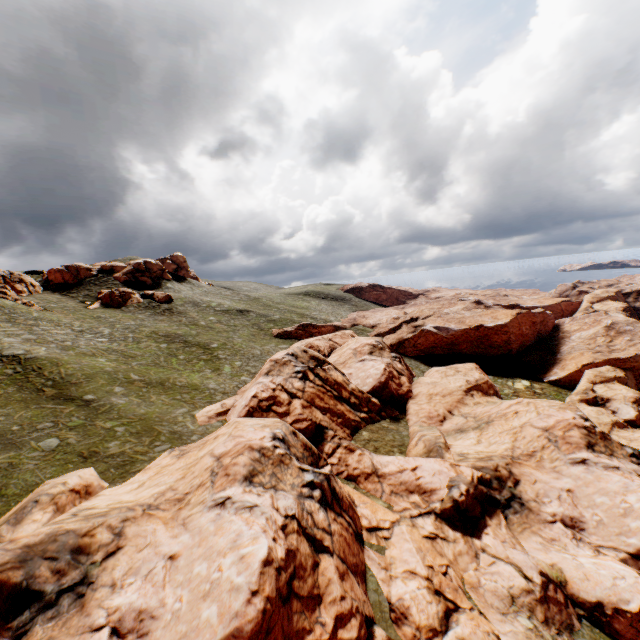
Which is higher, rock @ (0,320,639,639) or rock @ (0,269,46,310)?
rock @ (0,269,46,310)

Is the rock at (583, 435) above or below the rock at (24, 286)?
below

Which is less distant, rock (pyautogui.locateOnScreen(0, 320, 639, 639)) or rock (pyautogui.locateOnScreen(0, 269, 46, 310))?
rock (pyautogui.locateOnScreen(0, 320, 639, 639))

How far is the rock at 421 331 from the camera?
59.03m

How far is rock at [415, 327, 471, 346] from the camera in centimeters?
5903cm

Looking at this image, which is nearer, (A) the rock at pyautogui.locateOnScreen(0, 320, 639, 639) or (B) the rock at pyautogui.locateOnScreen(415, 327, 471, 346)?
(A) the rock at pyautogui.locateOnScreen(0, 320, 639, 639)

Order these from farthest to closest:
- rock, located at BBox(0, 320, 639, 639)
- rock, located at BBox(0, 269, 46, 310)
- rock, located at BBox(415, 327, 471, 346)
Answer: rock, located at BBox(415, 327, 471, 346) < rock, located at BBox(0, 269, 46, 310) < rock, located at BBox(0, 320, 639, 639)

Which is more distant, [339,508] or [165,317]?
[165,317]
